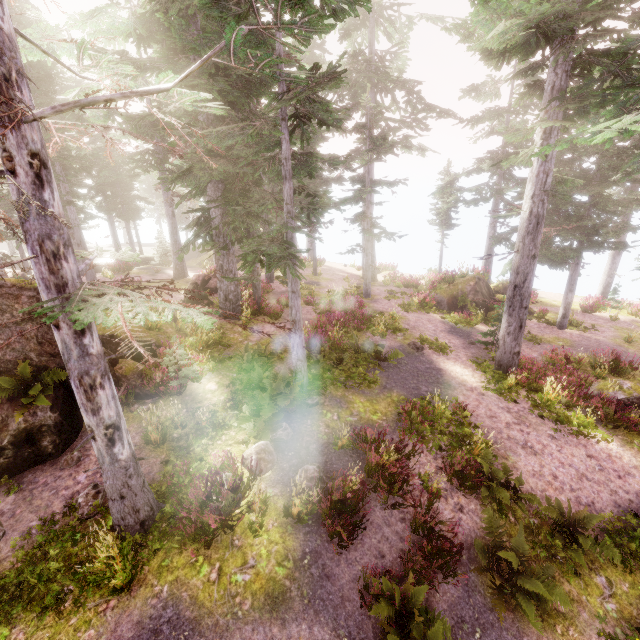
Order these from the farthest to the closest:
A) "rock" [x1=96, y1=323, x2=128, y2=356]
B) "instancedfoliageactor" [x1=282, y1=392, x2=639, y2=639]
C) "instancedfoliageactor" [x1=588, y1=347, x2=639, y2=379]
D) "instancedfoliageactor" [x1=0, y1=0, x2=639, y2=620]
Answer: "instancedfoliageactor" [x1=588, y1=347, x2=639, y2=379], "rock" [x1=96, y1=323, x2=128, y2=356], "instancedfoliageactor" [x1=282, y1=392, x2=639, y2=639], "instancedfoliageactor" [x1=0, y1=0, x2=639, y2=620]

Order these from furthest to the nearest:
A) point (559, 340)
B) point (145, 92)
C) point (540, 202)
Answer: point (559, 340) < point (540, 202) < point (145, 92)

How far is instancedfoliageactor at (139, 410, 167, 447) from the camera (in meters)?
8.37

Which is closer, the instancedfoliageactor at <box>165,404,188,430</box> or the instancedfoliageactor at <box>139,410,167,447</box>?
the instancedfoliageactor at <box>139,410,167,447</box>

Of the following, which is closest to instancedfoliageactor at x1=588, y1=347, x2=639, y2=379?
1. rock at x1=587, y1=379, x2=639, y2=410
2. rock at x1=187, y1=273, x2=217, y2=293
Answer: rock at x1=587, y1=379, x2=639, y2=410

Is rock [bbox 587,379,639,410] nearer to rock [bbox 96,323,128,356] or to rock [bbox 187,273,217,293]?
rock [bbox 96,323,128,356]

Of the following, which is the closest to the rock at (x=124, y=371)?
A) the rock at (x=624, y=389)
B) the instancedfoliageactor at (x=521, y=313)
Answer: the instancedfoliageactor at (x=521, y=313)

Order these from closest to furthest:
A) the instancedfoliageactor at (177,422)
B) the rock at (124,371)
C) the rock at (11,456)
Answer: the rock at (11,456), the instancedfoliageactor at (177,422), the rock at (124,371)
